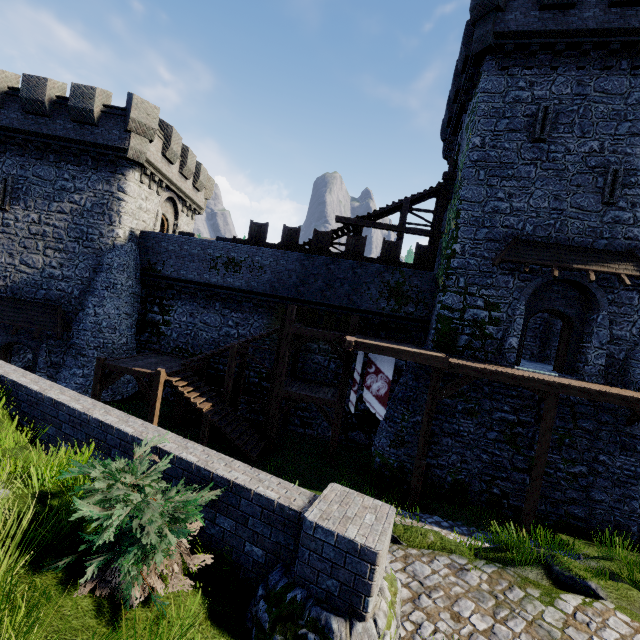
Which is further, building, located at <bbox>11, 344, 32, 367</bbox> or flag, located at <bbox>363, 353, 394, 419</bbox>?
building, located at <bbox>11, 344, 32, 367</bbox>

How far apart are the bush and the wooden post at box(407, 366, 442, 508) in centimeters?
957cm

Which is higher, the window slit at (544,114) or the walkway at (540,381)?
the window slit at (544,114)

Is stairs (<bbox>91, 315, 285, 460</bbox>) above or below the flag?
below

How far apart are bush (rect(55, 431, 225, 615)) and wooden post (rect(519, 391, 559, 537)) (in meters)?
11.68

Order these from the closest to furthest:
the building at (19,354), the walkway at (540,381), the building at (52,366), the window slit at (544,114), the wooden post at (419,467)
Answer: the walkway at (540,381)
the wooden post at (419,467)
the window slit at (544,114)
the building at (52,366)
the building at (19,354)

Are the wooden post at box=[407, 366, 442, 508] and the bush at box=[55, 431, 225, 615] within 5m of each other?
no

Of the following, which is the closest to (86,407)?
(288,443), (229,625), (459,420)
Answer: (229,625)
